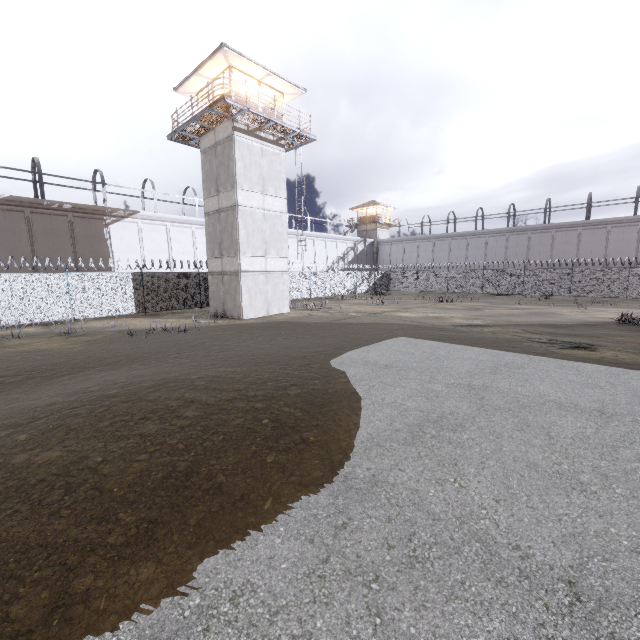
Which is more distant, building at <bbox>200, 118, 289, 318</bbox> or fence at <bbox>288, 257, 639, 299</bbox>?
fence at <bbox>288, 257, 639, 299</bbox>

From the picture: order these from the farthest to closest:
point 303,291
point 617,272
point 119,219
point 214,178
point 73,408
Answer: point 303,291 < point 617,272 < point 119,219 < point 214,178 < point 73,408

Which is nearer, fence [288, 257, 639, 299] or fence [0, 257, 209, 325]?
fence [0, 257, 209, 325]

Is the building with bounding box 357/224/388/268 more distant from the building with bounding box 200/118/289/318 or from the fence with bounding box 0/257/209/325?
the building with bounding box 200/118/289/318

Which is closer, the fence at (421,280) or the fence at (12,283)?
the fence at (12,283)

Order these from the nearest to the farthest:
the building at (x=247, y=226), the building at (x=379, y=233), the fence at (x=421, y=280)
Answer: the building at (x=247, y=226) → the fence at (x=421, y=280) → the building at (x=379, y=233)

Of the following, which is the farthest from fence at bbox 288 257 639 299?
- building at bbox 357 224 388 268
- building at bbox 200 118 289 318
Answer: building at bbox 357 224 388 268
